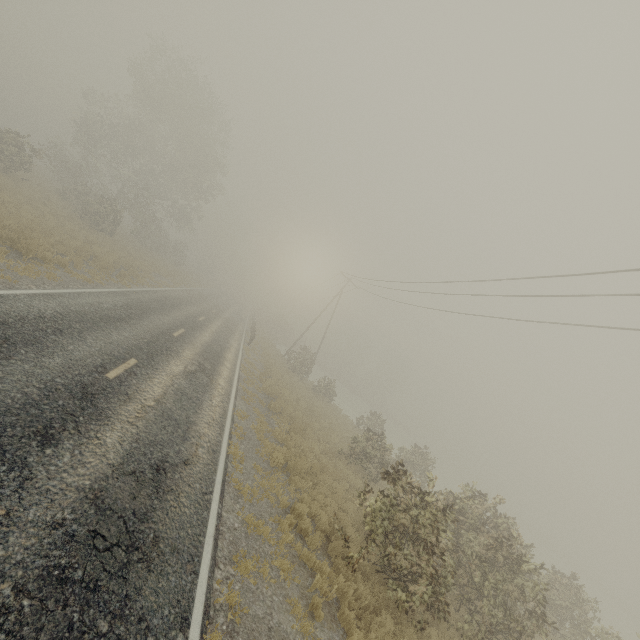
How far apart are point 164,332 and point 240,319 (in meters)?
26.02
